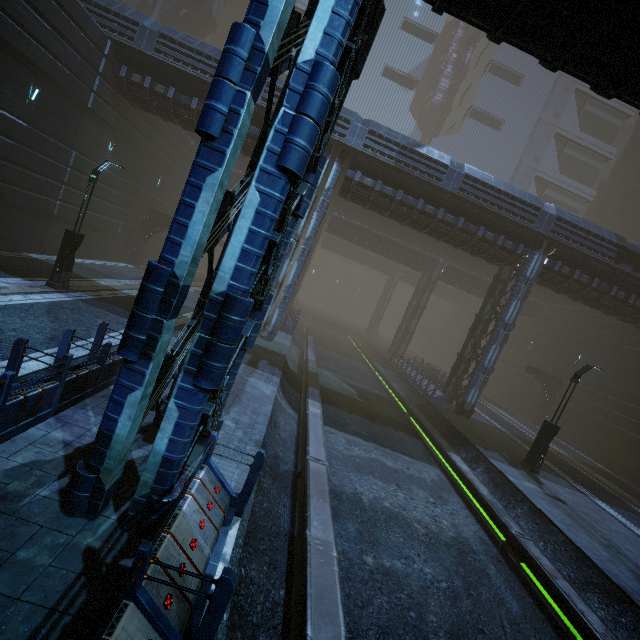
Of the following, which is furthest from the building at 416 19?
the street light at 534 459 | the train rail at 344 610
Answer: the street light at 534 459

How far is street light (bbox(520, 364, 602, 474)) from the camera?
14.60m

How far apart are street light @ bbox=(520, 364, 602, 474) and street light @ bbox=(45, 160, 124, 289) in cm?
2189

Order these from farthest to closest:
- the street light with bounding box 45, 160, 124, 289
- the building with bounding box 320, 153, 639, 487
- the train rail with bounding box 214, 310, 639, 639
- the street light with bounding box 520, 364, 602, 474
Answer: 1. the building with bounding box 320, 153, 639, 487
2. the street light with bounding box 520, 364, 602, 474
3. the street light with bounding box 45, 160, 124, 289
4. the train rail with bounding box 214, 310, 639, 639

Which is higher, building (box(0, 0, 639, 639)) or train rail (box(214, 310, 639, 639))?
building (box(0, 0, 639, 639))

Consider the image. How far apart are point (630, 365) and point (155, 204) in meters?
39.8 m

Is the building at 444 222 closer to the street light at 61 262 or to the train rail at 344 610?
the train rail at 344 610
